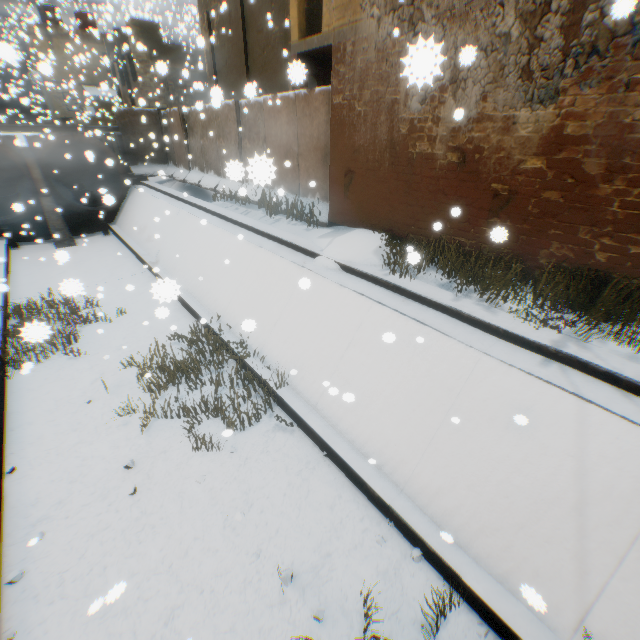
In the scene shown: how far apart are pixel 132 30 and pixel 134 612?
30.4m

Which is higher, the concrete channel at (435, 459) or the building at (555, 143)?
the building at (555, 143)

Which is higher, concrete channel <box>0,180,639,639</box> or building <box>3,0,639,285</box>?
building <box>3,0,639,285</box>

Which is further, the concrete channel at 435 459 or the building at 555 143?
the building at 555 143

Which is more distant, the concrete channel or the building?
the building
